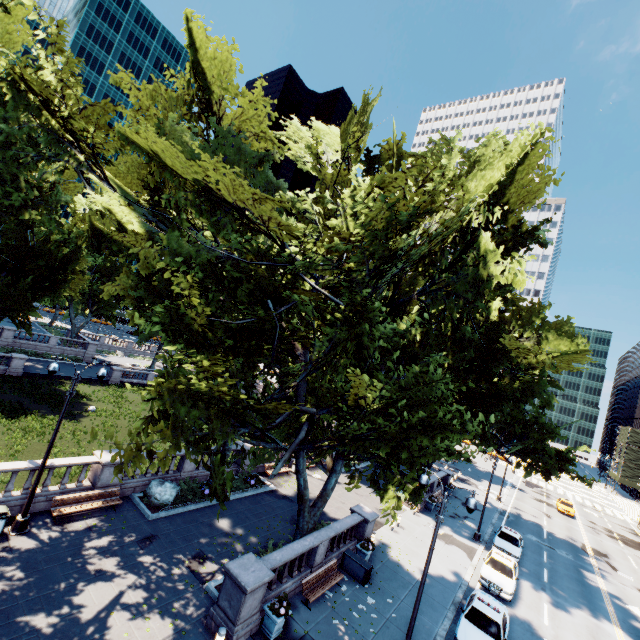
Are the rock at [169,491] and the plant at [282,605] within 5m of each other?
no

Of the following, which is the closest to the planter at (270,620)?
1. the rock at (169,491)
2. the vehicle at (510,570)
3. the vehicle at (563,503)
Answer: the rock at (169,491)

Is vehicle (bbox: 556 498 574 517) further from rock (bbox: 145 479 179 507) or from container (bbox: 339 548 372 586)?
rock (bbox: 145 479 179 507)

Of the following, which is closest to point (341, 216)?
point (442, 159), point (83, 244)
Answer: point (442, 159)

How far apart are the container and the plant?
5.54m

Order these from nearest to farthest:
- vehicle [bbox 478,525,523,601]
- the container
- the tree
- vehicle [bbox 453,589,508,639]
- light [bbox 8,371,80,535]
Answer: the tree < light [bbox 8,371,80,535] < vehicle [bbox 453,589,508,639] < the container < vehicle [bbox 478,525,523,601]

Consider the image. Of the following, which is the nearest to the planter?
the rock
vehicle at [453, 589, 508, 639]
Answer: vehicle at [453, 589, 508, 639]

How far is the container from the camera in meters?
16.6 m
